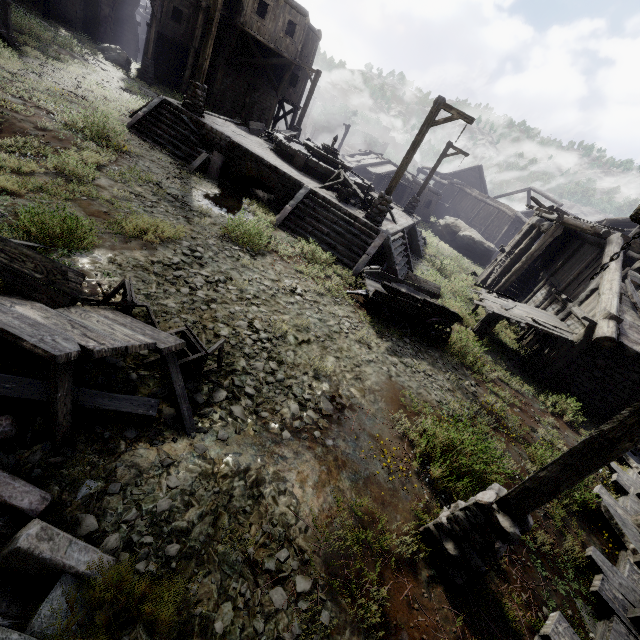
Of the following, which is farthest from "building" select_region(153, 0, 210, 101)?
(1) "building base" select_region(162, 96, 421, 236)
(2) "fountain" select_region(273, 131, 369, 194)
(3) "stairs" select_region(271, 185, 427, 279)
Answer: (2) "fountain" select_region(273, 131, 369, 194)

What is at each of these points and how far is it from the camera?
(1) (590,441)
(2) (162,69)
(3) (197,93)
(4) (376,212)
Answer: (1) wooden lamp post, 3.3m
(2) building, 28.2m
(3) wooden lamp post, 14.3m
(4) wooden lamp post, 13.0m

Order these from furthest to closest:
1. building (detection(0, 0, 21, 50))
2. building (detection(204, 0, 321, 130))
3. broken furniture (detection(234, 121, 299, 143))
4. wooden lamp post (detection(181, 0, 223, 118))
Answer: building (detection(204, 0, 321, 130)), broken furniture (detection(234, 121, 299, 143)), building (detection(0, 0, 21, 50)), wooden lamp post (detection(181, 0, 223, 118))

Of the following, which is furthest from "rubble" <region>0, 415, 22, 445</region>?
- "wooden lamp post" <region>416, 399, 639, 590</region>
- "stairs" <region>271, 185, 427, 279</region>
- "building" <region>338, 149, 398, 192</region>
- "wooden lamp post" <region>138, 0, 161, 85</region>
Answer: "building" <region>338, 149, 398, 192</region>

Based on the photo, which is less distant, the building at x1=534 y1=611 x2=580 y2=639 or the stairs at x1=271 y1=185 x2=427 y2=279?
the building at x1=534 y1=611 x2=580 y2=639

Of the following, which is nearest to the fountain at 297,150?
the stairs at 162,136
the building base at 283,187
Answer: the building base at 283,187

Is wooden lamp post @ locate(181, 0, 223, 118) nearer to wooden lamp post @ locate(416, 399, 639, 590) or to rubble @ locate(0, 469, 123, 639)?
rubble @ locate(0, 469, 123, 639)

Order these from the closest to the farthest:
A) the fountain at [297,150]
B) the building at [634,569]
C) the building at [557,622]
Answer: the building at [557,622] < the building at [634,569] < the fountain at [297,150]
